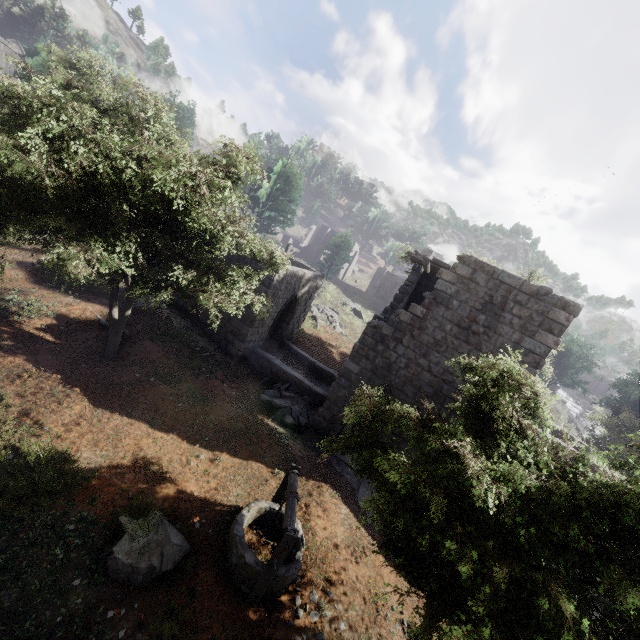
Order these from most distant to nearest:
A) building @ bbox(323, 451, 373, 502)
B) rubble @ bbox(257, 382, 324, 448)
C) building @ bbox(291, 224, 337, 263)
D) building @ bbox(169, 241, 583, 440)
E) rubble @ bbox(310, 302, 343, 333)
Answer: building @ bbox(291, 224, 337, 263), rubble @ bbox(310, 302, 343, 333), rubble @ bbox(257, 382, 324, 448), building @ bbox(323, 451, 373, 502), building @ bbox(169, 241, 583, 440)

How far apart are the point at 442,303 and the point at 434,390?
3.35m

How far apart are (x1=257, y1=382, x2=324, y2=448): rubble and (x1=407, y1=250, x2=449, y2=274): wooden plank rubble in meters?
7.5

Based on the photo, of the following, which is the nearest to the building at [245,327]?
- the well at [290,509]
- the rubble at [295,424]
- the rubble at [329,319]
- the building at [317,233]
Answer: the rubble at [295,424]

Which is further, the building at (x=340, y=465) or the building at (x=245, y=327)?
the building at (x=340, y=465)

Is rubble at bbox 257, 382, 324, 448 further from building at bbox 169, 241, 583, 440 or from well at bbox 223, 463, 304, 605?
well at bbox 223, 463, 304, 605

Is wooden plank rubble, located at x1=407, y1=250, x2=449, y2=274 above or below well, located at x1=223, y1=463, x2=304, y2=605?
above

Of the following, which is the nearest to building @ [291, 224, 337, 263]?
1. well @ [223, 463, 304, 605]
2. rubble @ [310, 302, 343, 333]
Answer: rubble @ [310, 302, 343, 333]
